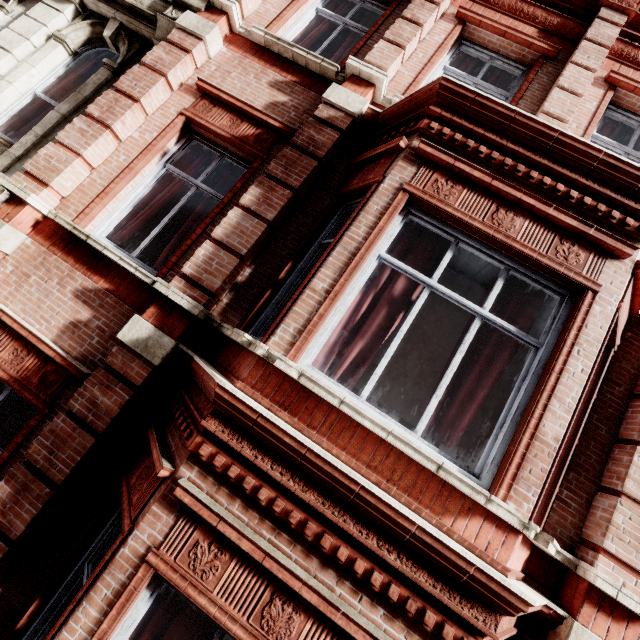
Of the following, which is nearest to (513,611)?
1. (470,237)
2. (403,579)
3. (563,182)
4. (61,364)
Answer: (403,579)
